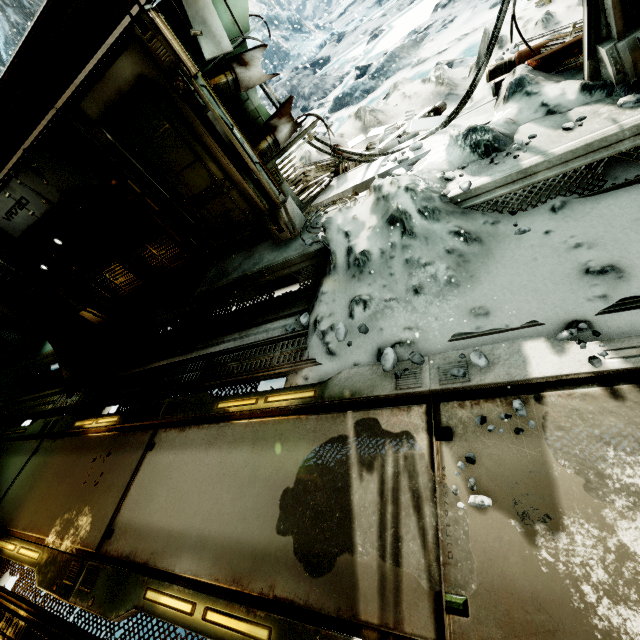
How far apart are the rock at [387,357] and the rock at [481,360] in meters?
0.5 m

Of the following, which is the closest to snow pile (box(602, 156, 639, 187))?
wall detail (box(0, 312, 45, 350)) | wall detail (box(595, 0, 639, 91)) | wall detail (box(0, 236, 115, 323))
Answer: wall detail (box(595, 0, 639, 91))

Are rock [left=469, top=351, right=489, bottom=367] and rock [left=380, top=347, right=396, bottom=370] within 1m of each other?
yes

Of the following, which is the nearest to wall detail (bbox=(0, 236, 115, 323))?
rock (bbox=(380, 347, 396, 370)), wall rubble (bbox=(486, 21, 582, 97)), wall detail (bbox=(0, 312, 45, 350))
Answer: wall detail (bbox=(0, 312, 45, 350))

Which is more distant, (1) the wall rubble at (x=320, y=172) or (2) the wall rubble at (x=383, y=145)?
(1) the wall rubble at (x=320, y=172)

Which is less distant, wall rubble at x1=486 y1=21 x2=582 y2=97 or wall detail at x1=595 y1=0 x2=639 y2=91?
wall detail at x1=595 y1=0 x2=639 y2=91

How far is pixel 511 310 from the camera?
2.6m

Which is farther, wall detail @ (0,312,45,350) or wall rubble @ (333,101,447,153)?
wall detail @ (0,312,45,350)
